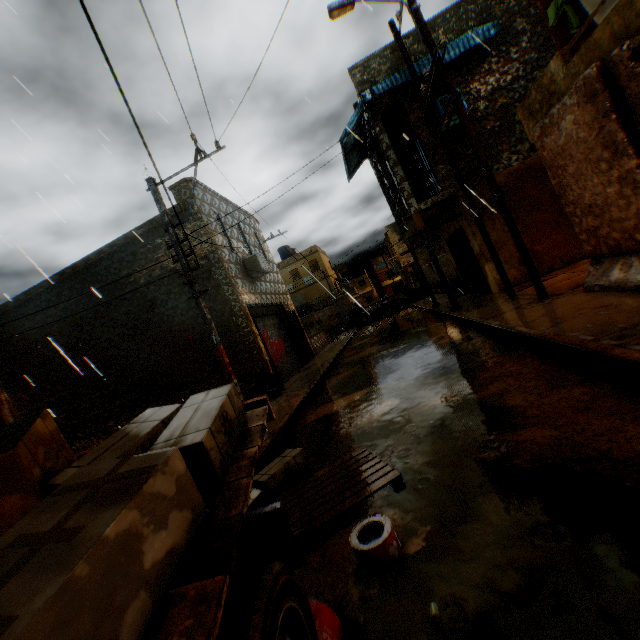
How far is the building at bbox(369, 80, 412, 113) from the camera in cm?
1143

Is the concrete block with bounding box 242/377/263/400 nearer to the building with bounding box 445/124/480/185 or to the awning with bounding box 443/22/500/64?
the building with bounding box 445/124/480/185

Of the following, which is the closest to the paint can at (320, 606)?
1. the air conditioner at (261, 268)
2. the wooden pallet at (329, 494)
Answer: the wooden pallet at (329, 494)

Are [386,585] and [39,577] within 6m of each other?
yes

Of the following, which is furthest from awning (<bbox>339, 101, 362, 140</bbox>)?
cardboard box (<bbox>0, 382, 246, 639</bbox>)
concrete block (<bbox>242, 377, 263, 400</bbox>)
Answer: cardboard box (<bbox>0, 382, 246, 639</bbox>)

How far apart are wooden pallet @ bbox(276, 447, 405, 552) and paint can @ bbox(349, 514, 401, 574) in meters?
0.3

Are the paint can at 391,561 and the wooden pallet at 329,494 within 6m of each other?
yes

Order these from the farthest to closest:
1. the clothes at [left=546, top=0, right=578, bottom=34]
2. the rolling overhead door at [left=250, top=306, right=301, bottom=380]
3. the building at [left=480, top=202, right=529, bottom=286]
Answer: the rolling overhead door at [left=250, top=306, right=301, bottom=380], the building at [left=480, top=202, right=529, bottom=286], the clothes at [left=546, top=0, right=578, bottom=34]
